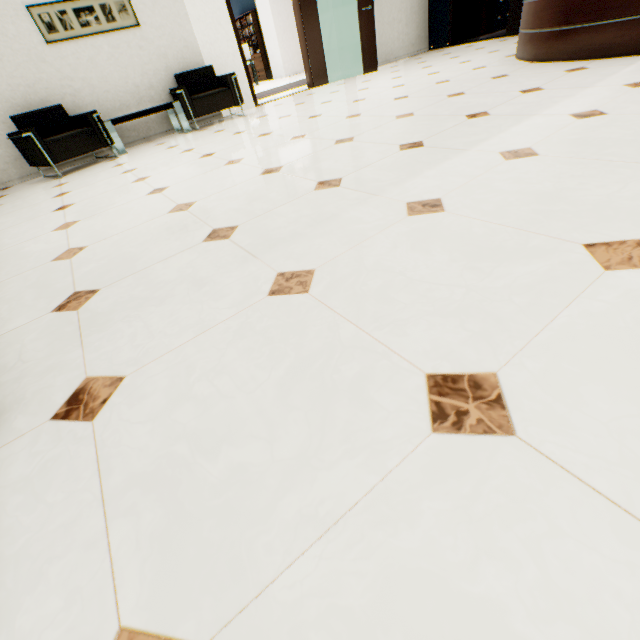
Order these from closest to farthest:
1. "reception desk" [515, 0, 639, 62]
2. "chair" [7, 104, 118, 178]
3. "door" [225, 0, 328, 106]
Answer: "reception desk" [515, 0, 639, 62], "chair" [7, 104, 118, 178], "door" [225, 0, 328, 106]

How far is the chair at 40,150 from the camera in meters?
4.3

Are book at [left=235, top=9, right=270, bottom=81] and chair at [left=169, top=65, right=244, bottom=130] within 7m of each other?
no

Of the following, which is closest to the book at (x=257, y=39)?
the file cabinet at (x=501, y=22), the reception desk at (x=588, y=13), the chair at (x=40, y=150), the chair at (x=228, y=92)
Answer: the file cabinet at (x=501, y=22)

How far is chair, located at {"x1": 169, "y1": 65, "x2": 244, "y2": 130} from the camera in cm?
518

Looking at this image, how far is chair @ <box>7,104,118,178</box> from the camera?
4.3 meters

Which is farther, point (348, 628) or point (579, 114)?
point (579, 114)

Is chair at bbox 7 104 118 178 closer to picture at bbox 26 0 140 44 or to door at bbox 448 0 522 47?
picture at bbox 26 0 140 44
